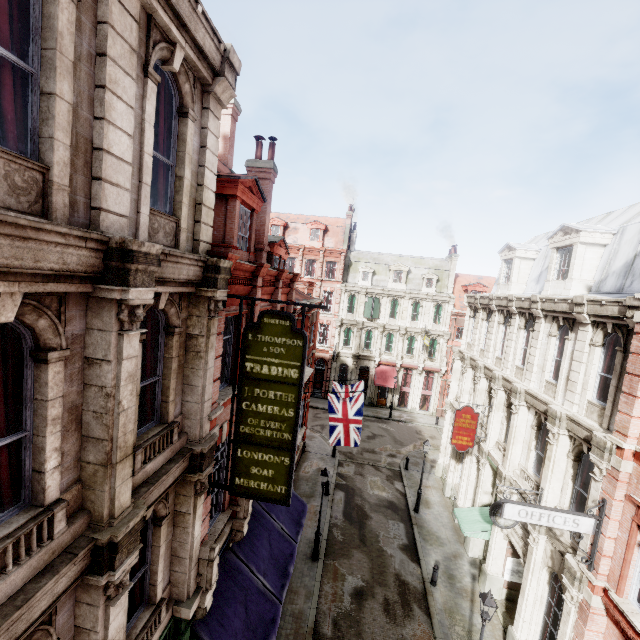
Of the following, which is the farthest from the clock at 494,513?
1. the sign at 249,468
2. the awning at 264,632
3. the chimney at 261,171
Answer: the chimney at 261,171

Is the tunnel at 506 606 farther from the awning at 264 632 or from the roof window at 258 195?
the roof window at 258 195

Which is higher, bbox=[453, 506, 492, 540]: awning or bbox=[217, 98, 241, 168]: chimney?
bbox=[217, 98, 241, 168]: chimney

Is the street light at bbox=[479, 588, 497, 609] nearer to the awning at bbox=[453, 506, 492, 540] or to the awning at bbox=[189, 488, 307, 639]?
the awning at bbox=[453, 506, 492, 540]

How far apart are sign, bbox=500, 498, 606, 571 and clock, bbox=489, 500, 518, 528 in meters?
2.6 m

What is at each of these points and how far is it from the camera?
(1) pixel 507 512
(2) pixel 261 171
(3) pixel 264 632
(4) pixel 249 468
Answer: (1) sign, 9.3m
(2) chimney, 14.0m
(3) awning, 9.5m
(4) sign, 7.5m

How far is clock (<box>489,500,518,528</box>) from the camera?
11.9m

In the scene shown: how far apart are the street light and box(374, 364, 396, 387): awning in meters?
25.9
